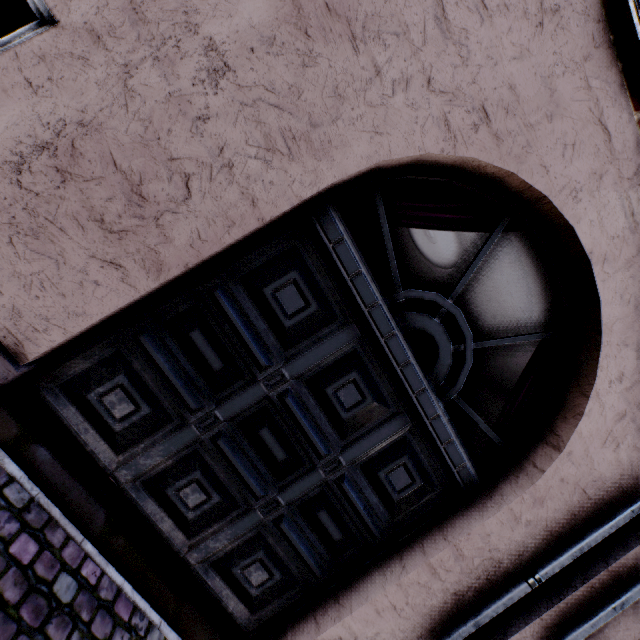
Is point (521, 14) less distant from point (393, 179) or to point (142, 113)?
point (393, 179)
